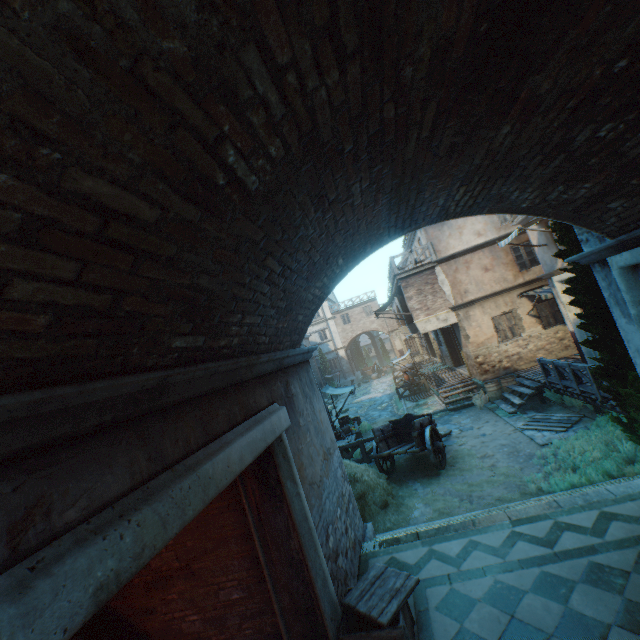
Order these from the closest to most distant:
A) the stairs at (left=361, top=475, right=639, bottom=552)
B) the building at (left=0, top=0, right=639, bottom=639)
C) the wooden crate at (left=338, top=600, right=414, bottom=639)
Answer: the building at (left=0, top=0, right=639, bottom=639) < the wooden crate at (left=338, top=600, right=414, bottom=639) < the stairs at (left=361, top=475, right=639, bottom=552)

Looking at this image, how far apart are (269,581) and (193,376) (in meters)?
3.02

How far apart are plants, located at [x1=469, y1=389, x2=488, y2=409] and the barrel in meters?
0.0

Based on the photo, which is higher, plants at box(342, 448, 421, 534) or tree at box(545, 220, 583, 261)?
tree at box(545, 220, 583, 261)

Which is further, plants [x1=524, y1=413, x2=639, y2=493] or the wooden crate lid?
plants [x1=524, y1=413, x2=639, y2=493]

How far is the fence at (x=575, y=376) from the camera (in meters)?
9.18

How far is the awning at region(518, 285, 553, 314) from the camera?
13.9m

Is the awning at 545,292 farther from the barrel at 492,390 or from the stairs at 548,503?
the stairs at 548,503
